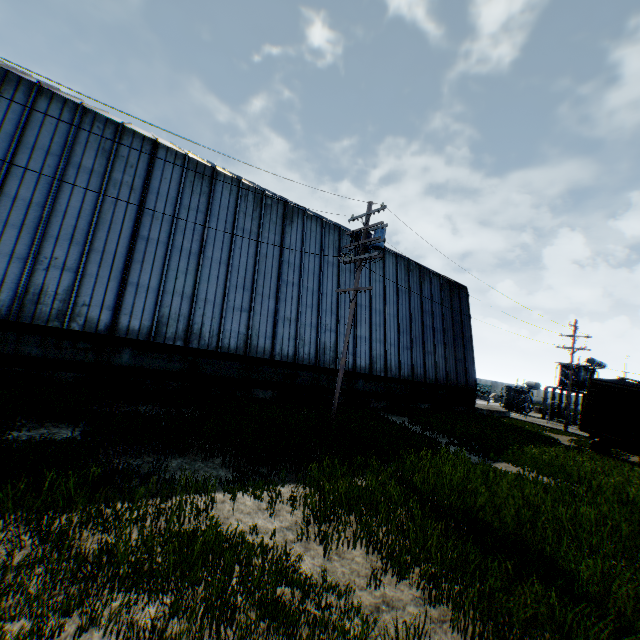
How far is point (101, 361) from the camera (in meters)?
12.50

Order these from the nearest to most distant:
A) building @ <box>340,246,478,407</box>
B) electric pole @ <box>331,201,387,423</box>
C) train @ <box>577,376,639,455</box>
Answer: electric pole @ <box>331,201,387,423</box>, train @ <box>577,376,639,455</box>, building @ <box>340,246,478,407</box>

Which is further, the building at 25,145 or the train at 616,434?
the train at 616,434

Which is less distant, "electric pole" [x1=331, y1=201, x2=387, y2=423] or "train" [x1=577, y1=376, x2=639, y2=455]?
"electric pole" [x1=331, y1=201, x2=387, y2=423]

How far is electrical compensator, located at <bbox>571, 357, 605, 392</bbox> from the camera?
35.4m

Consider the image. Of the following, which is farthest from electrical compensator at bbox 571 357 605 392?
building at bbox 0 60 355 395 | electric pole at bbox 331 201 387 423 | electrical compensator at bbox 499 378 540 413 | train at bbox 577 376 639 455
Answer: electric pole at bbox 331 201 387 423

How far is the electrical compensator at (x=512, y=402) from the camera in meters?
36.7 m

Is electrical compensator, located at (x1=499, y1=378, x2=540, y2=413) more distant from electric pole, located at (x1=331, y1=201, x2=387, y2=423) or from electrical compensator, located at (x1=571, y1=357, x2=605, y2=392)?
electric pole, located at (x1=331, y1=201, x2=387, y2=423)
